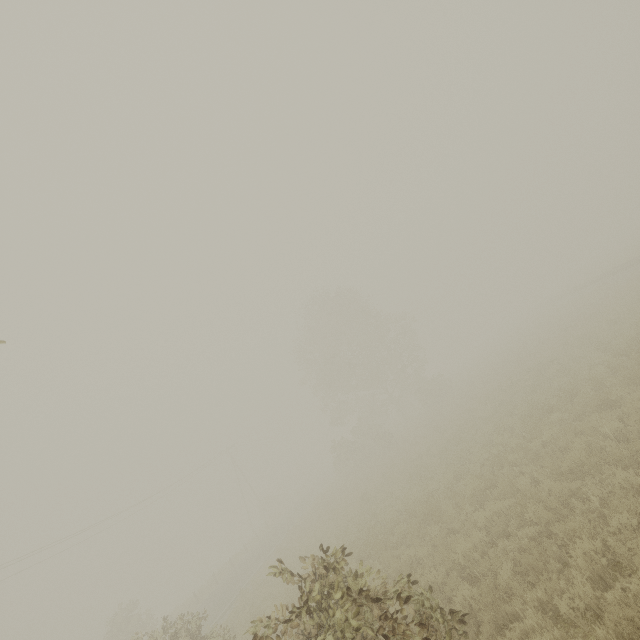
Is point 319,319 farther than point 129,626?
Yes

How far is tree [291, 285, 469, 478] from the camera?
33.8 meters

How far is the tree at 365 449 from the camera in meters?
33.8
